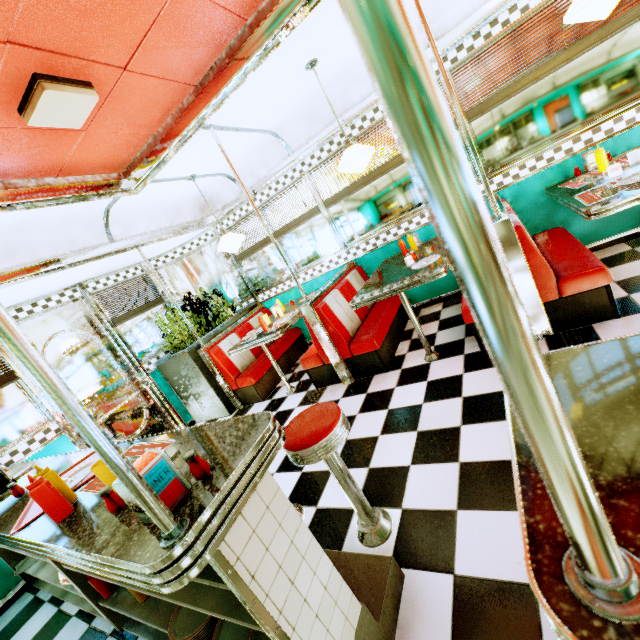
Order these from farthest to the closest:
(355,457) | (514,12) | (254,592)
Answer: (514,12) → (355,457) → (254,592)

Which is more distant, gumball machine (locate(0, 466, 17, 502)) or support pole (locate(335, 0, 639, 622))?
gumball machine (locate(0, 466, 17, 502))

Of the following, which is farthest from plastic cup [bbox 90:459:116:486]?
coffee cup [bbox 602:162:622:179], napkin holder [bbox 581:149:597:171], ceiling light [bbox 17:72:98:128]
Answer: napkin holder [bbox 581:149:597:171]

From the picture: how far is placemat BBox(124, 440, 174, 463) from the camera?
1.6m

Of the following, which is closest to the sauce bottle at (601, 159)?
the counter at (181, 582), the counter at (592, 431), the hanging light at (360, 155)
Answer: the hanging light at (360, 155)

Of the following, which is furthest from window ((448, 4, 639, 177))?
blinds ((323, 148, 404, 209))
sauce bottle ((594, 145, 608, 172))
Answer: sauce bottle ((594, 145, 608, 172))

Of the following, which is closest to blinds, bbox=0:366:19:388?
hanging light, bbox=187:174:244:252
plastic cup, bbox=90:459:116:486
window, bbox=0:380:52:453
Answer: window, bbox=0:380:52:453

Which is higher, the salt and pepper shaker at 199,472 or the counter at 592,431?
the salt and pepper shaker at 199,472
